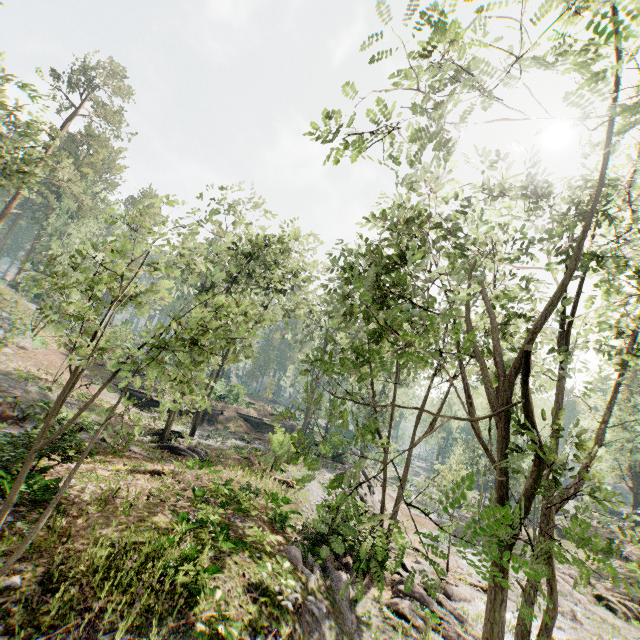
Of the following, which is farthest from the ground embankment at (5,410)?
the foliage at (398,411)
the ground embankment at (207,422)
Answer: the ground embankment at (207,422)

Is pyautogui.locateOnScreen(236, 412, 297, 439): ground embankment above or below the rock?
above

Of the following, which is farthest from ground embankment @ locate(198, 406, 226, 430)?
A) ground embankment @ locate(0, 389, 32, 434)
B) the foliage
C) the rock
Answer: the foliage

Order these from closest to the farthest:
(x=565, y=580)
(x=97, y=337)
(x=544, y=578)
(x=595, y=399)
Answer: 1. (x=544, y=578)
2. (x=565, y=580)
3. (x=97, y=337)
4. (x=595, y=399)

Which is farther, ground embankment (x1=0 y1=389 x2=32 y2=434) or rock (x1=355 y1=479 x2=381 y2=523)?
rock (x1=355 y1=479 x2=381 y2=523)

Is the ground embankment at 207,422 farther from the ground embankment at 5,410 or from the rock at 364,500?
the ground embankment at 5,410

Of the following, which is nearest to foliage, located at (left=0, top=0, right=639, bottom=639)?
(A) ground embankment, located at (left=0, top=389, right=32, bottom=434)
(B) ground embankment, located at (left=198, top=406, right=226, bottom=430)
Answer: (A) ground embankment, located at (left=0, top=389, right=32, bottom=434)

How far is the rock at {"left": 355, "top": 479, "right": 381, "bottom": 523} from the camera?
17.04m
